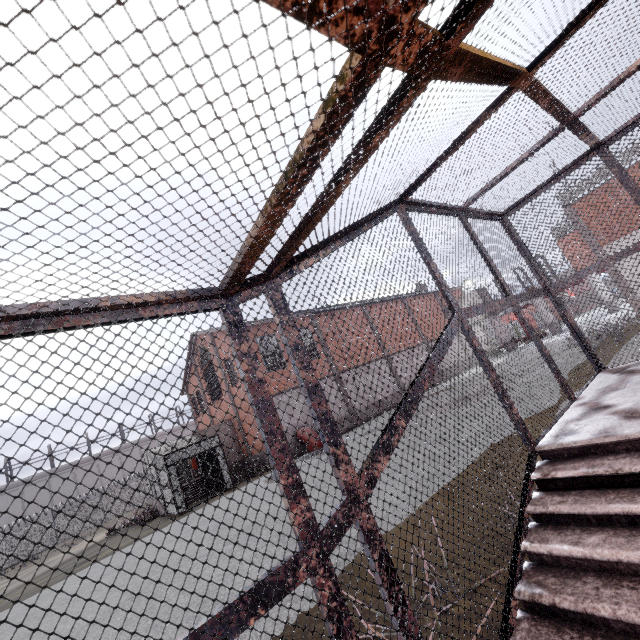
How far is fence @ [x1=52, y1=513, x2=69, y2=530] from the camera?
31.8m

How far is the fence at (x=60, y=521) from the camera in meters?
31.8

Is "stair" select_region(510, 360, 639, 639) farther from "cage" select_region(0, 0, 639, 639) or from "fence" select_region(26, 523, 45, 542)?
"fence" select_region(26, 523, 45, 542)

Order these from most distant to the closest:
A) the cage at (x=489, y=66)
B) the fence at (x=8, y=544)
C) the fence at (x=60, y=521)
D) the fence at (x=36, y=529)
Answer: the fence at (x=60, y=521)
the fence at (x=36, y=529)
the fence at (x=8, y=544)
the cage at (x=489, y=66)

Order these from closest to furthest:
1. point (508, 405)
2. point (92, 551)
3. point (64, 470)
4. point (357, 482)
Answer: point (357, 482) → point (508, 405) → point (92, 551) → point (64, 470)

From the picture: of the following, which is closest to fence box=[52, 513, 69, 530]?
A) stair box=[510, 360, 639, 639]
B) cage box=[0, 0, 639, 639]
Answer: cage box=[0, 0, 639, 639]

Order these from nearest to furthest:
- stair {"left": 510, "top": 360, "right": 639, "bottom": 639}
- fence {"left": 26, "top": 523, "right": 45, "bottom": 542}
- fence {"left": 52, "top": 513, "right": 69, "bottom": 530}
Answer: stair {"left": 510, "top": 360, "right": 639, "bottom": 639}
fence {"left": 26, "top": 523, "right": 45, "bottom": 542}
fence {"left": 52, "top": 513, "right": 69, "bottom": 530}
